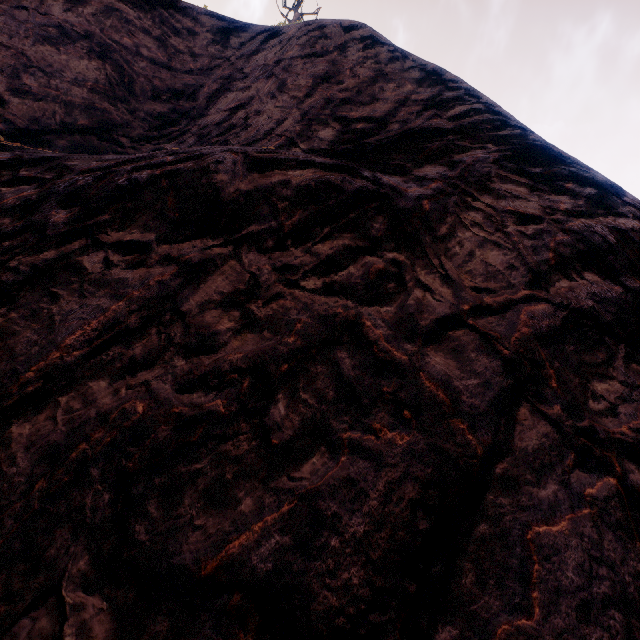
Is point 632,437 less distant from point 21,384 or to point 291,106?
point 21,384
